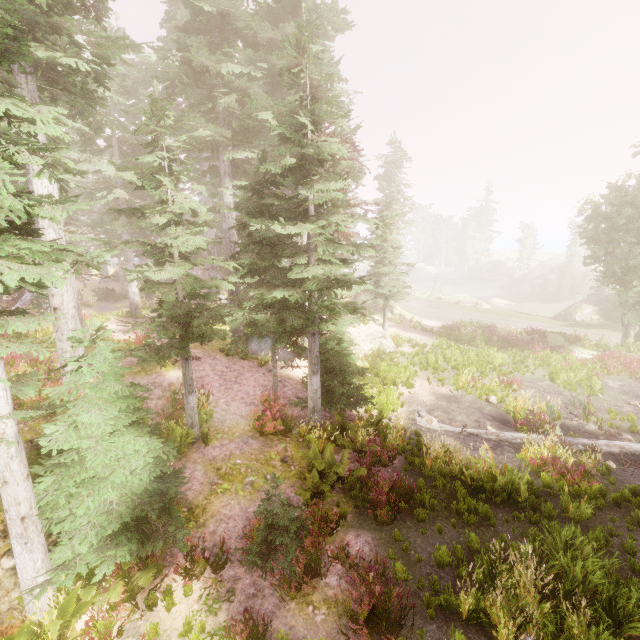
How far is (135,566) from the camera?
6.2 meters

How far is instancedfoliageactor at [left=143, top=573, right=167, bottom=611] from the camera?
6.0m

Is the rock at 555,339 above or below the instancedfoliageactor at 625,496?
above

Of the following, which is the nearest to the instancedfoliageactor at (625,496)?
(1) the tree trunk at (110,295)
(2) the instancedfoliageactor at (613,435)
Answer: (1) the tree trunk at (110,295)

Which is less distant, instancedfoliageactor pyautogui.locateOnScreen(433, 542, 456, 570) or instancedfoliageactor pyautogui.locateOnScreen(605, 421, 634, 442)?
instancedfoliageactor pyautogui.locateOnScreen(433, 542, 456, 570)

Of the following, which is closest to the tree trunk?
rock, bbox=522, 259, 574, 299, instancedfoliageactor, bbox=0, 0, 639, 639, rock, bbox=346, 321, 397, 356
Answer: instancedfoliageactor, bbox=0, 0, 639, 639

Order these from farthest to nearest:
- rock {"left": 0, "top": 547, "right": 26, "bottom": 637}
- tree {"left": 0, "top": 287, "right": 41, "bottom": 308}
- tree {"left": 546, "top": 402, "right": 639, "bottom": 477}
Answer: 1. tree {"left": 0, "top": 287, "right": 41, "bottom": 308}
2. tree {"left": 546, "top": 402, "right": 639, "bottom": 477}
3. rock {"left": 0, "top": 547, "right": 26, "bottom": 637}

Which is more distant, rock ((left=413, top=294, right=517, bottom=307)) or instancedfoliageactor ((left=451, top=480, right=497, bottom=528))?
rock ((left=413, top=294, right=517, bottom=307))
